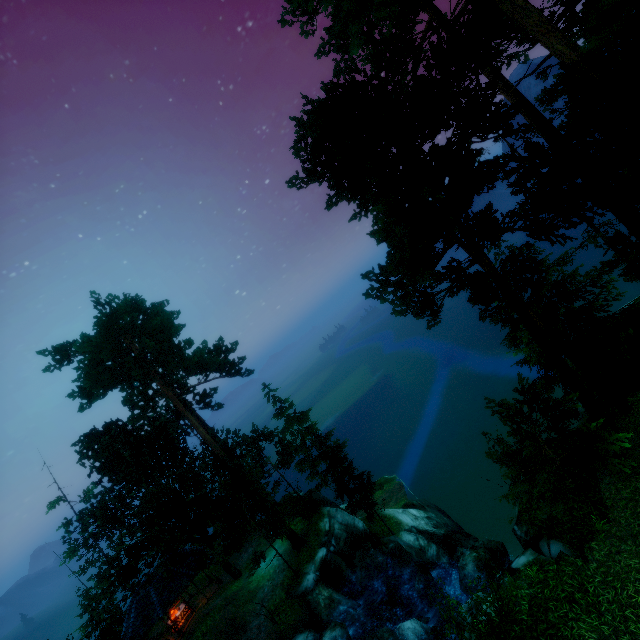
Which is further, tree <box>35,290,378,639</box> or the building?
the building

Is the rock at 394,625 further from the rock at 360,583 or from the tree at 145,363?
the tree at 145,363

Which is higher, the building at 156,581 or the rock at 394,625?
the building at 156,581

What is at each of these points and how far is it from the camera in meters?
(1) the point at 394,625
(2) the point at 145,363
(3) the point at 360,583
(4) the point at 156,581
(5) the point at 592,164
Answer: (1) rock, 18.1
(2) tree, 21.0
(3) rock, 20.1
(4) building, 23.7
(5) tree, 8.9

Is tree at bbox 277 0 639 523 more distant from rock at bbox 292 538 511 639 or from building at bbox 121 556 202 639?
rock at bbox 292 538 511 639

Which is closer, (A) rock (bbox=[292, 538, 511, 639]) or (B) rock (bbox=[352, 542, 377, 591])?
(A) rock (bbox=[292, 538, 511, 639])

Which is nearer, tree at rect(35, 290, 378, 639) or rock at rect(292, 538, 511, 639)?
rock at rect(292, 538, 511, 639)

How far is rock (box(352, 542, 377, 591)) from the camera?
20.1m
